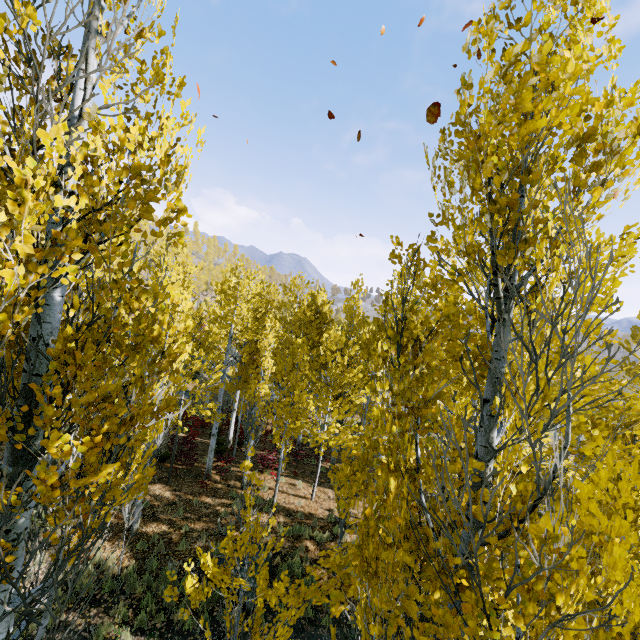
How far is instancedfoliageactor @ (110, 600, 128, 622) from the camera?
7.62m

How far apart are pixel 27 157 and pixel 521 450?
4.41m

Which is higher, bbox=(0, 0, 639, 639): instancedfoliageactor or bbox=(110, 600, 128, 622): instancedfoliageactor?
bbox=(0, 0, 639, 639): instancedfoliageactor

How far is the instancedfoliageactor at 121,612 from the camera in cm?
762

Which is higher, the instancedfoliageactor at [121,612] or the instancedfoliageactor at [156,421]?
the instancedfoliageactor at [156,421]

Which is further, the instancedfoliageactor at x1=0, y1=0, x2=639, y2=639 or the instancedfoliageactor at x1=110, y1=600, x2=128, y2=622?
the instancedfoliageactor at x1=110, y1=600, x2=128, y2=622
